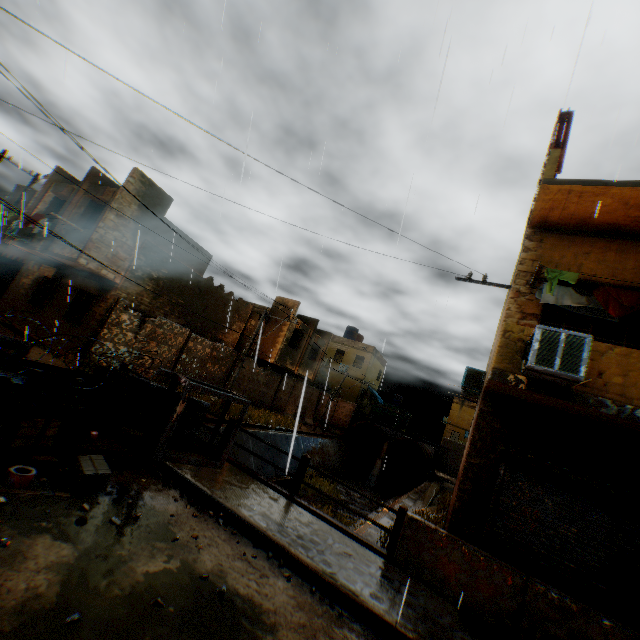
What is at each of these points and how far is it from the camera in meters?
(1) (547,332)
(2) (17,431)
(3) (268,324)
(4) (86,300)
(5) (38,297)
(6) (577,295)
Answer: (1) air conditioner, 5.7 m
(2) wooden box, 4.8 m
(3) building, 24.2 m
(4) shutter, 15.1 m
(5) shutter, 16.5 m
(6) dryer, 7.4 m

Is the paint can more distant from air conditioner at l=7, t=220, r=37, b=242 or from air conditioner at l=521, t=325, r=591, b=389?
air conditioner at l=7, t=220, r=37, b=242

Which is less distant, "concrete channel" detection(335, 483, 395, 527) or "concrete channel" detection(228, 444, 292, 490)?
"concrete channel" detection(335, 483, 395, 527)

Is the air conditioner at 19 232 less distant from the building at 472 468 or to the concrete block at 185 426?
the building at 472 468

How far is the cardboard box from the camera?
4.6m

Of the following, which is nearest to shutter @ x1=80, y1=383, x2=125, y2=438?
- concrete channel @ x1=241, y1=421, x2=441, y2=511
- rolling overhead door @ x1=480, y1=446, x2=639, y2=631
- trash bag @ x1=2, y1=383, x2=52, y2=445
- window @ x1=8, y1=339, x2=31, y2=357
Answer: trash bag @ x1=2, y1=383, x2=52, y2=445

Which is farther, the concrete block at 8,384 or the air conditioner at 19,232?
the air conditioner at 19,232
